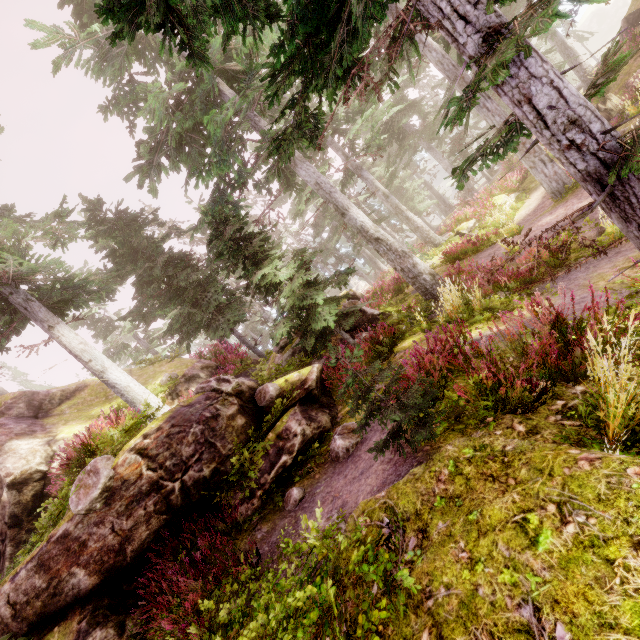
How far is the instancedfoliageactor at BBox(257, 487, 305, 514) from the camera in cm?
560

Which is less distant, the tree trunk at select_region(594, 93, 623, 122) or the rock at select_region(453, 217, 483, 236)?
the tree trunk at select_region(594, 93, 623, 122)

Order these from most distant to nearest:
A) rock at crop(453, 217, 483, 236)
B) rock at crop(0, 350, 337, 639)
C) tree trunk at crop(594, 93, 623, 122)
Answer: rock at crop(453, 217, 483, 236) < tree trunk at crop(594, 93, 623, 122) < rock at crop(0, 350, 337, 639)

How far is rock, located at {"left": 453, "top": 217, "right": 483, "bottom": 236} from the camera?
20.5 meters

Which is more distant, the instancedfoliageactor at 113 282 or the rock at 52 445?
the rock at 52 445

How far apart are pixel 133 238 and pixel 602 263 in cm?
1724

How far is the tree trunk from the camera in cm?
1777

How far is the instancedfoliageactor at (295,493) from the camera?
5.60m
